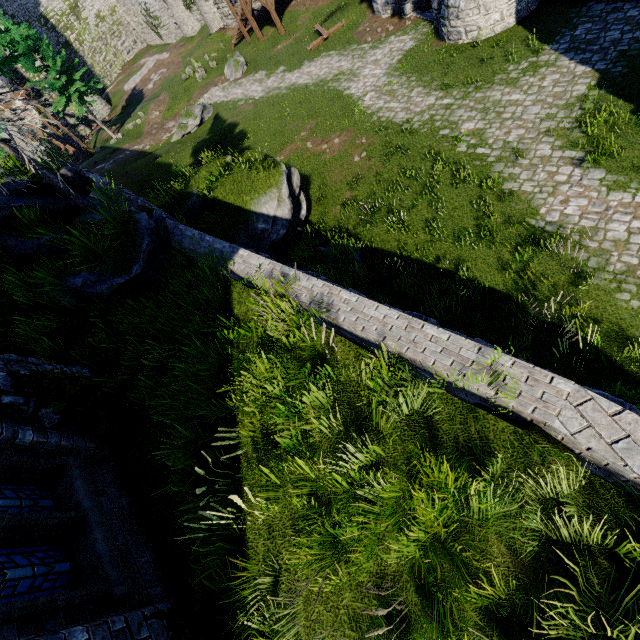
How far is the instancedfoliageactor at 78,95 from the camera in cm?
2814

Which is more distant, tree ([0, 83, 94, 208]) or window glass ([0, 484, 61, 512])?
tree ([0, 83, 94, 208])

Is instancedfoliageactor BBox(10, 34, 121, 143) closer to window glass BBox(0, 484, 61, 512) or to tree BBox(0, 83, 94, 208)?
tree BBox(0, 83, 94, 208)

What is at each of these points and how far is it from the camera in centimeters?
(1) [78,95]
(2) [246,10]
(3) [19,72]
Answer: (1) instancedfoliageactor, 3128cm
(2) stairs, 2670cm
(3) building tower, 3800cm

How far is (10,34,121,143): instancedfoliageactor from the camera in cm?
2814

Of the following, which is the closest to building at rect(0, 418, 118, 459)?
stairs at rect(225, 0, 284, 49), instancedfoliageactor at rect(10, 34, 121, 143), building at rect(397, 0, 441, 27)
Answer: building at rect(397, 0, 441, 27)

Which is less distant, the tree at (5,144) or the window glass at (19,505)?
the window glass at (19,505)

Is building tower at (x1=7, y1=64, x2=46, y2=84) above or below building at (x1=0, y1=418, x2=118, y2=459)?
above
